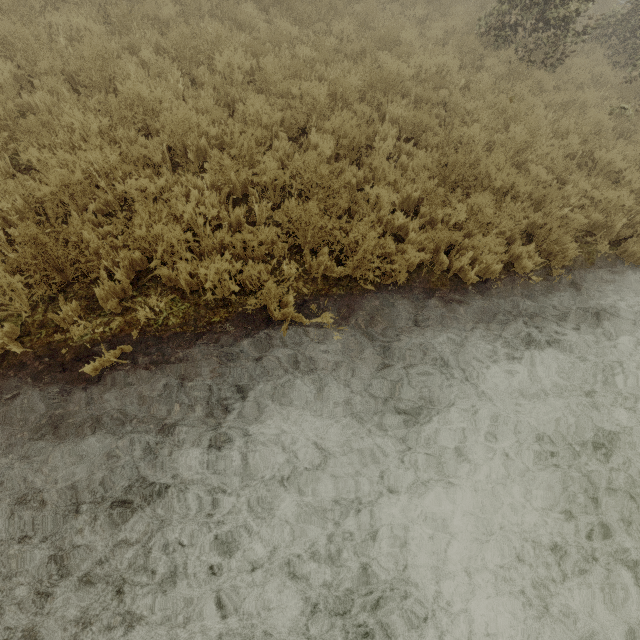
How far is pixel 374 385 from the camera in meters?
3.8 m
